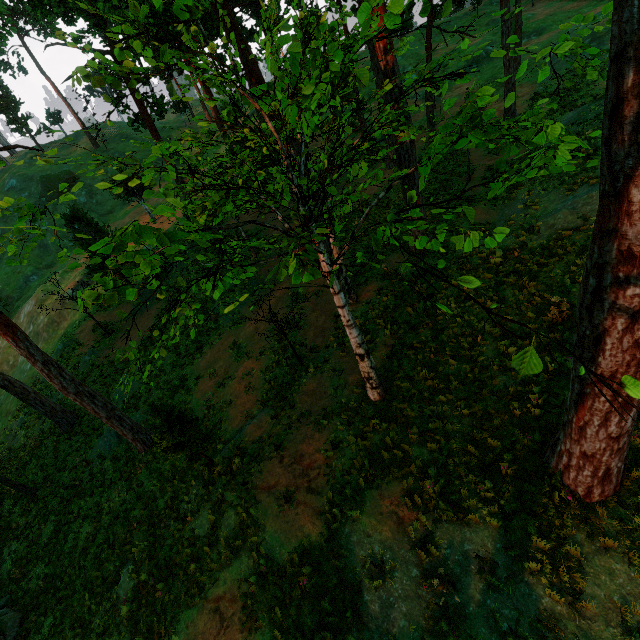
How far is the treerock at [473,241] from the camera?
4.4 meters

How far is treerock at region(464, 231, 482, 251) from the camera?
4.4 meters

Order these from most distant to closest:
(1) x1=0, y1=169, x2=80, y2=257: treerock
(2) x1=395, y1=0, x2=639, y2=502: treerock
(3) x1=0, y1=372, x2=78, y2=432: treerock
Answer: (3) x1=0, y1=372, x2=78, y2=432: treerock, (1) x1=0, y1=169, x2=80, y2=257: treerock, (2) x1=395, y1=0, x2=639, y2=502: treerock

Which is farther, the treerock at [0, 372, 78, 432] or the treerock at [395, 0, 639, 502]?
the treerock at [0, 372, 78, 432]

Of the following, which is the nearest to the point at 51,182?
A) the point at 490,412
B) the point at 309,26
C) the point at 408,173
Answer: the point at 309,26

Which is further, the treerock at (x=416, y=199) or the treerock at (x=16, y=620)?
the treerock at (x=16, y=620)
